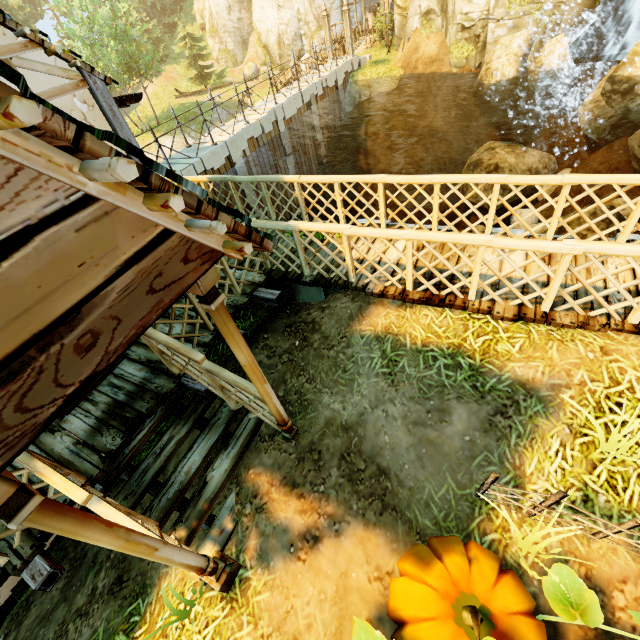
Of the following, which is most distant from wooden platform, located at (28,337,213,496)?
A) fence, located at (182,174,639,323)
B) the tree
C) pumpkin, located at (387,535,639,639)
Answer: the tree

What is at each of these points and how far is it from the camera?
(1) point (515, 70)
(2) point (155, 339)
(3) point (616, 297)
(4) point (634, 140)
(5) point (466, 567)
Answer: (1) rock, 13.4 meters
(2) fence, 3.8 meters
(3) wooden platform, 4.0 meters
(4) rock, 12.1 meters
(5) pumpkin, 2.9 meters

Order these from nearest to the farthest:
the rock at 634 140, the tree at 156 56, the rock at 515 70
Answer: the rock at 634 140 → the rock at 515 70 → the tree at 156 56

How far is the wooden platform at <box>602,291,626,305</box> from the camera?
3.91m

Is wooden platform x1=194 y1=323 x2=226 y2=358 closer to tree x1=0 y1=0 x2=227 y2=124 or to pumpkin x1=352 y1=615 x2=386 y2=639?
pumpkin x1=352 y1=615 x2=386 y2=639

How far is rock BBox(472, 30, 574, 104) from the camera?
13.1 meters

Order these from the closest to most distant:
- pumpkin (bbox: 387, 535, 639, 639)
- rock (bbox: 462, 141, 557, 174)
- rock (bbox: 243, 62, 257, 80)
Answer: pumpkin (bbox: 387, 535, 639, 639) → rock (bbox: 462, 141, 557, 174) → rock (bbox: 243, 62, 257, 80)

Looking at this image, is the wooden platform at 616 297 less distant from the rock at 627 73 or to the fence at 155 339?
the fence at 155 339
